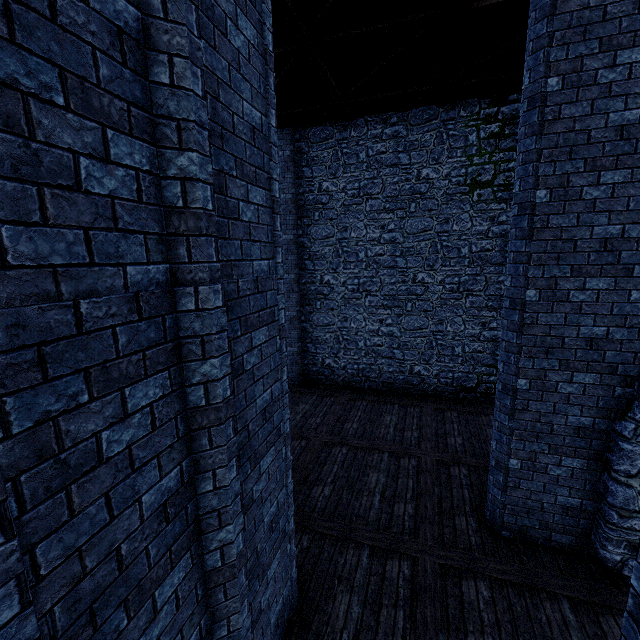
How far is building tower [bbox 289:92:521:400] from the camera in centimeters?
1030cm

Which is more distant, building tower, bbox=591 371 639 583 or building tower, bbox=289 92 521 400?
building tower, bbox=289 92 521 400

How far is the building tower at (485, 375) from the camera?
10.3 meters

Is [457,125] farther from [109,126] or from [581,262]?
[109,126]

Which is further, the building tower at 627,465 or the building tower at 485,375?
the building tower at 485,375
